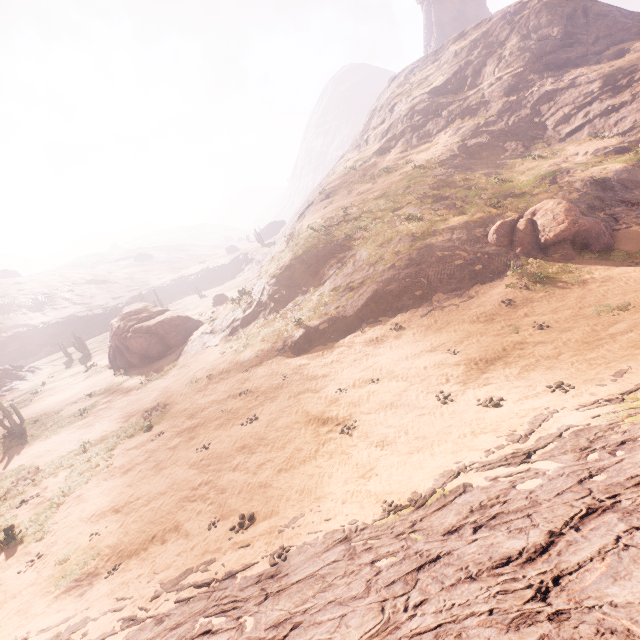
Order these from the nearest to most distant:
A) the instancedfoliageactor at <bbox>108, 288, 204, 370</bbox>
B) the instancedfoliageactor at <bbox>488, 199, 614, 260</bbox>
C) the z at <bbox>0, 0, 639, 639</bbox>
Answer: the z at <bbox>0, 0, 639, 639</bbox>, the instancedfoliageactor at <bbox>488, 199, 614, 260</bbox>, the instancedfoliageactor at <bbox>108, 288, 204, 370</bbox>

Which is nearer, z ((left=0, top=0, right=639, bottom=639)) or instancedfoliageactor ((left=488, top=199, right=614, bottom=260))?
z ((left=0, top=0, right=639, bottom=639))

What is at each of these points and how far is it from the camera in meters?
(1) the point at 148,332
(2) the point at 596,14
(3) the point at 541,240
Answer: (1) instancedfoliageactor, 28.4
(2) z, 36.8
(3) instancedfoliageactor, 17.6

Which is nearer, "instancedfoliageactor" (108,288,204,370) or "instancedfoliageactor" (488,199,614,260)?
"instancedfoliageactor" (488,199,614,260)

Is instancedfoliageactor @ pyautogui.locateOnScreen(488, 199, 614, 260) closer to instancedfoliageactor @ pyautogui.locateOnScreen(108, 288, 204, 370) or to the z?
the z

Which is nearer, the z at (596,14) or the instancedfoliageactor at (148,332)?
the z at (596,14)

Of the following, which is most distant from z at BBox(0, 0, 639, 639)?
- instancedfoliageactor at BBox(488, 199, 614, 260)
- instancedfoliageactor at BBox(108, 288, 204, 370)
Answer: instancedfoliageactor at BBox(108, 288, 204, 370)

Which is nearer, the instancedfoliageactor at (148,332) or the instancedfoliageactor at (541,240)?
the instancedfoliageactor at (541,240)
